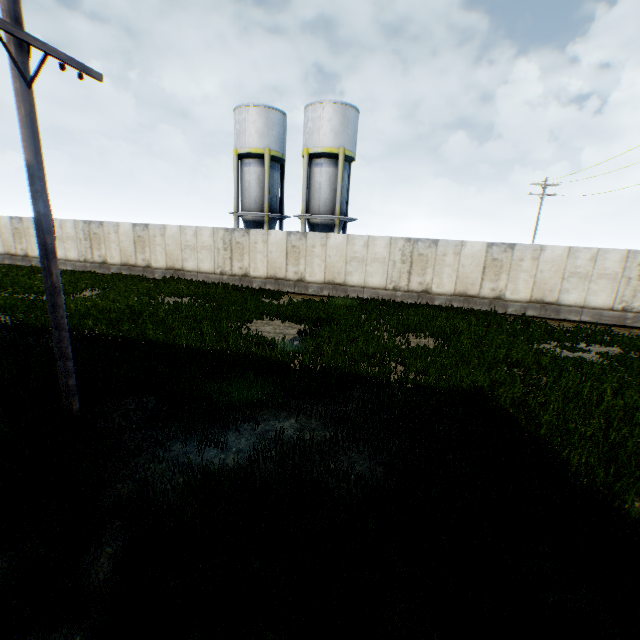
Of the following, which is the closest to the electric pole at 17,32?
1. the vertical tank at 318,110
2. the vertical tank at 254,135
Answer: the vertical tank at 318,110

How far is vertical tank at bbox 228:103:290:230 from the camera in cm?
2378

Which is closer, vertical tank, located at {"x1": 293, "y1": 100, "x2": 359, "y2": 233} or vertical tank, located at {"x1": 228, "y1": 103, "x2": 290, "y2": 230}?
vertical tank, located at {"x1": 293, "y1": 100, "x2": 359, "y2": 233}

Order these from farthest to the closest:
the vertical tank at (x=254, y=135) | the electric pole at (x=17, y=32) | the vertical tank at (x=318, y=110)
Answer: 1. the vertical tank at (x=254, y=135)
2. the vertical tank at (x=318, y=110)
3. the electric pole at (x=17, y=32)

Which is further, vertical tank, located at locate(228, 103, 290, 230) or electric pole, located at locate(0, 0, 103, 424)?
vertical tank, located at locate(228, 103, 290, 230)

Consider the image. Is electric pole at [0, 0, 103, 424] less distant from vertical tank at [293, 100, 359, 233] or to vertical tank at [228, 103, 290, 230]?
vertical tank at [293, 100, 359, 233]

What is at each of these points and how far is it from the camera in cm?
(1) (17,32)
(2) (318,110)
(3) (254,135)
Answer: (1) electric pole, 408
(2) vertical tank, 2239
(3) vertical tank, 2388
